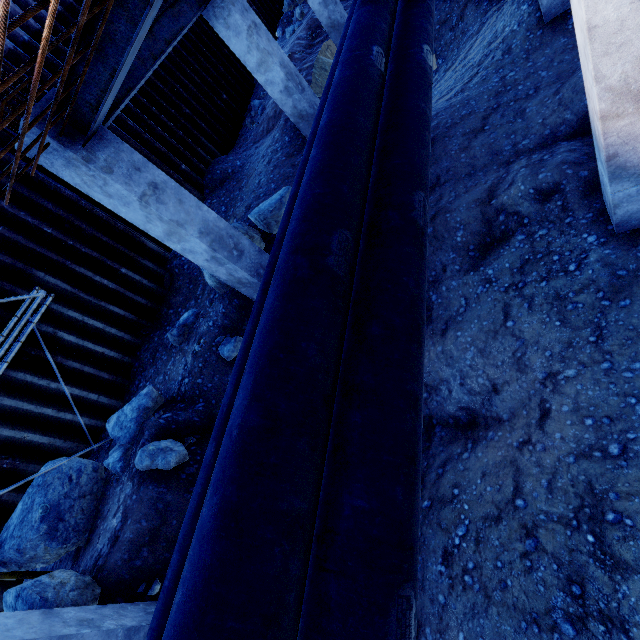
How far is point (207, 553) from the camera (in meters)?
1.65

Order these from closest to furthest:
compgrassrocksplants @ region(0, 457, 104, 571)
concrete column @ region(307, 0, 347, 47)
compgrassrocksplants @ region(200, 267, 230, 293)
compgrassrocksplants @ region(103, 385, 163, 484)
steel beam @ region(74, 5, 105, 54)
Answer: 1. steel beam @ region(74, 5, 105, 54)
2. compgrassrocksplants @ region(0, 457, 104, 571)
3. compgrassrocksplants @ region(103, 385, 163, 484)
4. compgrassrocksplants @ region(200, 267, 230, 293)
5. concrete column @ region(307, 0, 347, 47)

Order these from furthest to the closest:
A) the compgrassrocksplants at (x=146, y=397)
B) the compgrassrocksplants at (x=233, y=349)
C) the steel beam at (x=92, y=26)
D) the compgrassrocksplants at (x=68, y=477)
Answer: the compgrassrocksplants at (x=233, y=349)
the compgrassrocksplants at (x=146, y=397)
the compgrassrocksplants at (x=68, y=477)
the steel beam at (x=92, y=26)

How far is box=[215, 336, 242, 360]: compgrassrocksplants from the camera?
6.05m

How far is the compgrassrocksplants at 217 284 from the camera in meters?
6.6 m

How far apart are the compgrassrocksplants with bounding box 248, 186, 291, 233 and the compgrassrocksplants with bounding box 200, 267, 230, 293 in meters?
0.2

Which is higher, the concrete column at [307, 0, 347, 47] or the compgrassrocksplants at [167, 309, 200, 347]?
the concrete column at [307, 0, 347, 47]

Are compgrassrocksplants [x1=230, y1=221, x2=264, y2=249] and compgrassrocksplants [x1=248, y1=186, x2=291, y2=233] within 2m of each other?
yes
